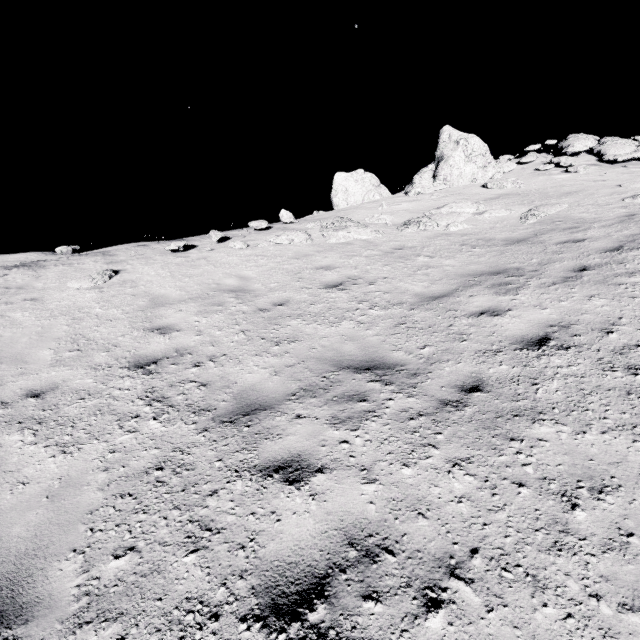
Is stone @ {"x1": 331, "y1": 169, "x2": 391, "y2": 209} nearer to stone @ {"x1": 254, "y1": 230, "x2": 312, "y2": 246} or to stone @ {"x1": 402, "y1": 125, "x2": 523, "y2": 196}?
stone @ {"x1": 402, "y1": 125, "x2": 523, "y2": 196}

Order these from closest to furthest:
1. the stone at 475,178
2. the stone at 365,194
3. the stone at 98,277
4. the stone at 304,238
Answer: the stone at 98,277 < the stone at 304,238 < the stone at 475,178 < the stone at 365,194

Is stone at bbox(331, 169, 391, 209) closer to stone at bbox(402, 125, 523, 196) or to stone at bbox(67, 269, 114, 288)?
stone at bbox(402, 125, 523, 196)

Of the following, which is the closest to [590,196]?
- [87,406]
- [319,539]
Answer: [319,539]

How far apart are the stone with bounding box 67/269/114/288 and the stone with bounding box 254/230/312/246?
4.0m

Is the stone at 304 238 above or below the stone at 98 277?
above

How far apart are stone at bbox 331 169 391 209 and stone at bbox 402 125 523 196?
2.7 meters

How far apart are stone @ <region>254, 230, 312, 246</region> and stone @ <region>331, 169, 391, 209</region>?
9.7 meters
